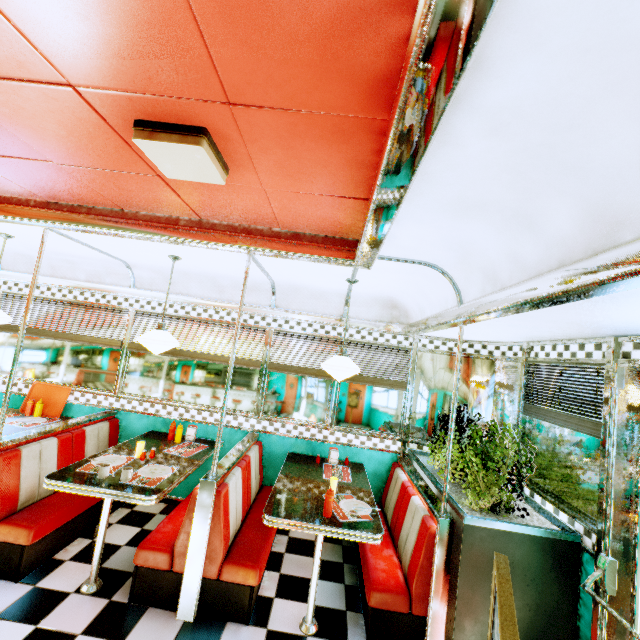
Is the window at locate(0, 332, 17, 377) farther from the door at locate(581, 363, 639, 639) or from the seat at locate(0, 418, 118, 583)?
the door at locate(581, 363, 639, 639)

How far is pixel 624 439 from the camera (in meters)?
2.17

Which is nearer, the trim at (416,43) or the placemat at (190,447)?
the trim at (416,43)

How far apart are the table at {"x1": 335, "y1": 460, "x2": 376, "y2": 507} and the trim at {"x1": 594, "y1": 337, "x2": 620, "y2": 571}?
1.4m

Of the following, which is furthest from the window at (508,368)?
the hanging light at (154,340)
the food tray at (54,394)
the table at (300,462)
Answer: the food tray at (54,394)

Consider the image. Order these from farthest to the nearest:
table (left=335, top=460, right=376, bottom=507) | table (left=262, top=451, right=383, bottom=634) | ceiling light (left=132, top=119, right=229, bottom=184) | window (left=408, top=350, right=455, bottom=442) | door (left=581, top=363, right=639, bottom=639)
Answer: window (left=408, top=350, right=455, bottom=442)
table (left=335, top=460, right=376, bottom=507)
table (left=262, top=451, right=383, bottom=634)
door (left=581, top=363, right=639, bottom=639)
ceiling light (left=132, top=119, right=229, bottom=184)

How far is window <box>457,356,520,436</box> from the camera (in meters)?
3.61

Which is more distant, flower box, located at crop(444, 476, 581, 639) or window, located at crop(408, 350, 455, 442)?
window, located at crop(408, 350, 455, 442)
